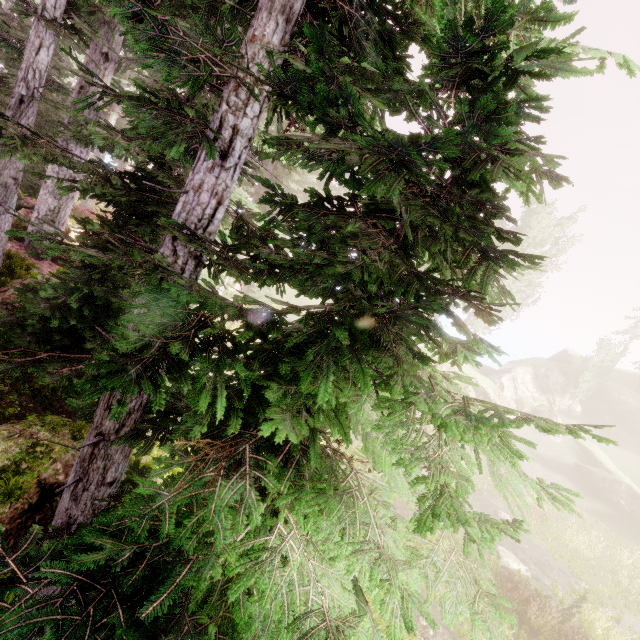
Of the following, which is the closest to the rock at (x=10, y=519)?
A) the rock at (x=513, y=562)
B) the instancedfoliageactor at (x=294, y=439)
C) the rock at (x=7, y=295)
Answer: the instancedfoliageactor at (x=294, y=439)

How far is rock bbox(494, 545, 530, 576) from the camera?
17.1 meters

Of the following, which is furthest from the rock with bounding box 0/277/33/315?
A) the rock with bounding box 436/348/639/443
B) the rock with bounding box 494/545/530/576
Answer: the rock with bounding box 436/348/639/443

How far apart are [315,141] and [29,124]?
9.4m

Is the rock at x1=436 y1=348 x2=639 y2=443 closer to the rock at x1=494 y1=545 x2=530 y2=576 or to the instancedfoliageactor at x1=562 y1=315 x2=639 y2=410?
the instancedfoliageactor at x1=562 y1=315 x2=639 y2=410

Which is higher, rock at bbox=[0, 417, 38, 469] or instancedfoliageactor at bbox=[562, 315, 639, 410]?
instancedfoliageactor at bbox=[562, 315, 639, 410]

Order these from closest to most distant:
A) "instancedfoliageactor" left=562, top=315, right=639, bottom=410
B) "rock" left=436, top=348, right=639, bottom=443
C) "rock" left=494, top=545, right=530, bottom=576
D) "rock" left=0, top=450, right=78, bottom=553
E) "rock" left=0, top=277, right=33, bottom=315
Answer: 1. "rock" left=0, top=450, right=78, bottom=553
2. "rock" left=0, top=277, right=33, bottom=315
3. "rock" left=494, top=545, right=530, bottom=576
4. "rock" left=436, top=348, right=639, bottom=443
5. "instancedfoliageactor" left=562, top=315, right=639, bottom=410

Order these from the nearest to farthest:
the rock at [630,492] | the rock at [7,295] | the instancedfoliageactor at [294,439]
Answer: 1. the instancedfoliageactor at [294,439]
2. the rock at [7,295]
3. the rock at [630,492]
